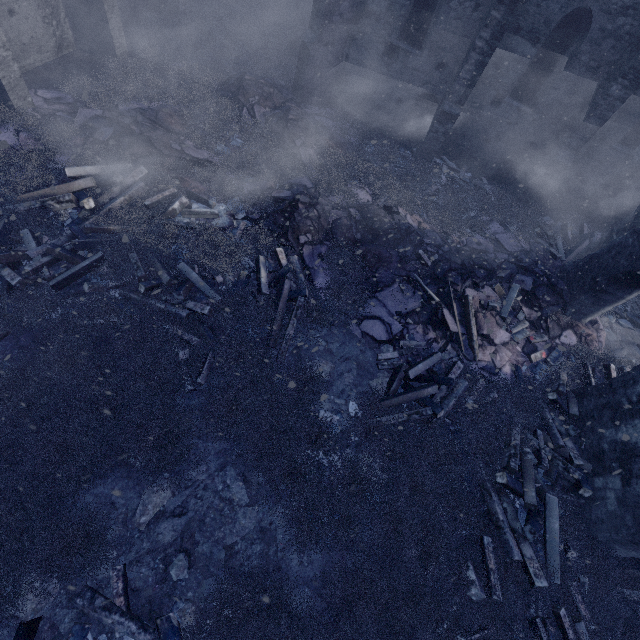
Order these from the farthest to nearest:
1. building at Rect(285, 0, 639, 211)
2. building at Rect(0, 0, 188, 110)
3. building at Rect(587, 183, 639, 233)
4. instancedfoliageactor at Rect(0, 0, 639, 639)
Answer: building at Rect(587, 183, 639, 233) < building at Rect(285, 0, 639, 211) < building at Rect(0, 0, 188, 110) < instancedfoliageactor at Rect(0, 0, 639, 639)

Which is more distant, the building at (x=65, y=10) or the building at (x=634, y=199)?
the building at (x=634, y=199)

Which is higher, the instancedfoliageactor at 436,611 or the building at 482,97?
the building at 482,97

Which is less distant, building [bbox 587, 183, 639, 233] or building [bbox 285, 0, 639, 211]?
building [bbox 285, 0, 639, 211]

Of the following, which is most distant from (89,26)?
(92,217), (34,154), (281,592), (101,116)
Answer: (281,592)

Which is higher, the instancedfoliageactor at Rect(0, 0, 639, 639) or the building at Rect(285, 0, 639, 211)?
the building at Rect(285, 0, 639, 211)
